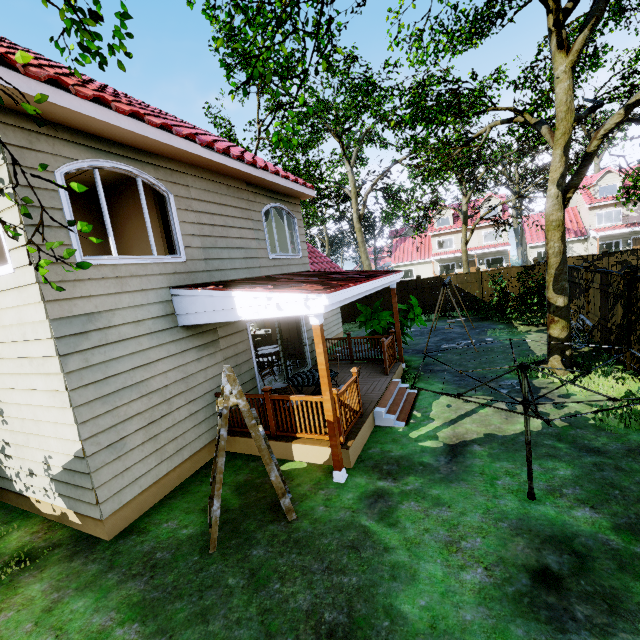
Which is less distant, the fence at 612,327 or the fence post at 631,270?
the fence post at 631,270

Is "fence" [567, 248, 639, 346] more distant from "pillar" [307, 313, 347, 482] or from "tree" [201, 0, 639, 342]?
"pillar" [307, 313, 347, 482]

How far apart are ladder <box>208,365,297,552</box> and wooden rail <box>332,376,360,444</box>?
1.0 meters

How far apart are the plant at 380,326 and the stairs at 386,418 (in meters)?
1.82

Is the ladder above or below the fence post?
below

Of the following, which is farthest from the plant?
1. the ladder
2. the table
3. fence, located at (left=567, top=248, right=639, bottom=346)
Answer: the ladder

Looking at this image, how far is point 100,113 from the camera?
4.6m

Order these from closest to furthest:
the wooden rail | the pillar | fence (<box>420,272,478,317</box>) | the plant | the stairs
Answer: the pillar → the wooden rail → the stairs → the plant → fence (<box>420,272,478,317</box>)
